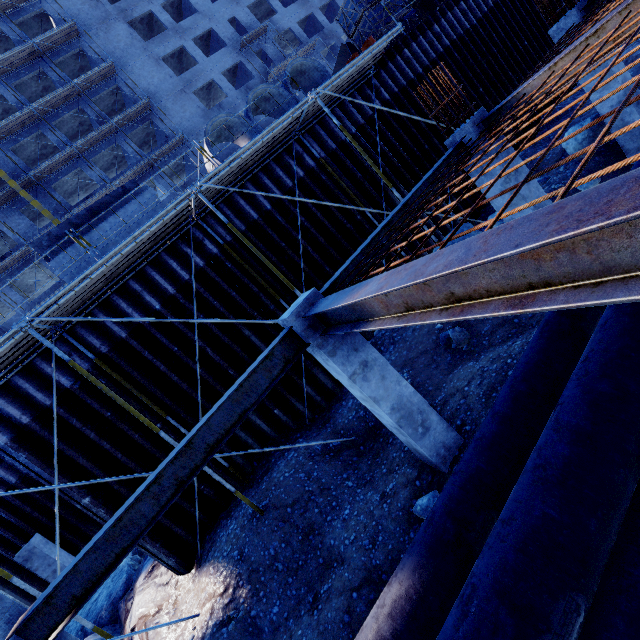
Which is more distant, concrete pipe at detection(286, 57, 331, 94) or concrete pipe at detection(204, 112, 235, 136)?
concrete pipe at detection(286, 57, 331, 94)

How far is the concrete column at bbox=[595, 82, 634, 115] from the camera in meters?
7.9 m

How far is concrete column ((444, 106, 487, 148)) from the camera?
5.9m

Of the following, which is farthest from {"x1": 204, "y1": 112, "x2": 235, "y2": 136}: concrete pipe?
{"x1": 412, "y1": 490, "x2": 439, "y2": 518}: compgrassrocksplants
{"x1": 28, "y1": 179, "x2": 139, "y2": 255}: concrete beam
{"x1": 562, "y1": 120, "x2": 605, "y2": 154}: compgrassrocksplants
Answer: {"x1": 412, "y1": 490, "x2": 439, "y2": 518}: compgrassrocksplants

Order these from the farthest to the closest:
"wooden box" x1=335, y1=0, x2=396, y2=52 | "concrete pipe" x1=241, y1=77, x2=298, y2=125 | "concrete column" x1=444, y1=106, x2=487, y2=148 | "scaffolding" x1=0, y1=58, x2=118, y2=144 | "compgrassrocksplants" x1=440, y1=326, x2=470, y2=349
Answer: "scaffolding" x1=0, y1=58, x2=118, y2=144 < "wooden box" x1=335, y1=0, x2=396, y2=52 < "concrete pipe" x1=241, y1=77, x2=298, y2=125 < "compgrassrocksplants" x1=440, y1=326, x2=470, y2=349 < "concrete column" x1=444, y1=106, x2=487, y2=148

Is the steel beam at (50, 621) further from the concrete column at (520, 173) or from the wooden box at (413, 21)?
the wooden box at (413, 21)

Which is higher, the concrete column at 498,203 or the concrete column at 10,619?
the concrete column at 10,619

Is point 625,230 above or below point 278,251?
below
